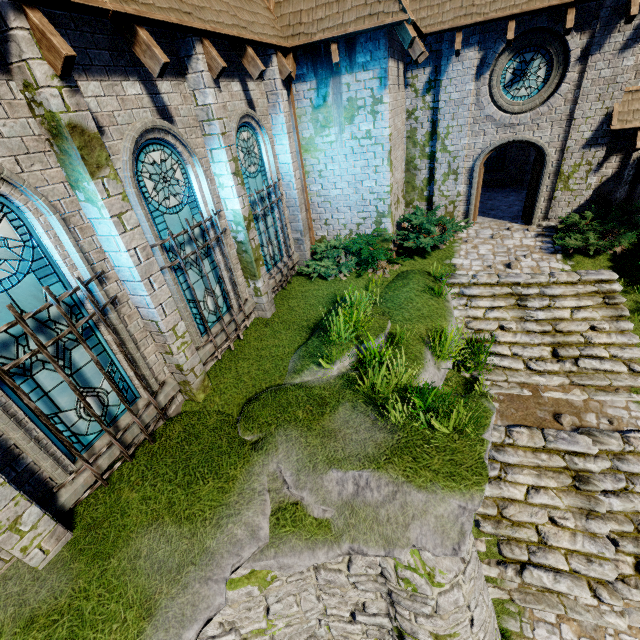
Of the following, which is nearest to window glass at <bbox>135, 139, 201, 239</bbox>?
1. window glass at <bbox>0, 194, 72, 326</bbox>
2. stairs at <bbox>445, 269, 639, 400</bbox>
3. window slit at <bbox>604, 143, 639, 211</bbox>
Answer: window glass at <bbox>0, 194, 72, 326</bbox>

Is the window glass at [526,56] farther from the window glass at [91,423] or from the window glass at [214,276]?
the window glass at [91,423]

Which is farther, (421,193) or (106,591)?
(421,193)

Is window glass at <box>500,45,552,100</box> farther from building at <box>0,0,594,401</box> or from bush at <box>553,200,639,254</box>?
bush at <box>553,200,639,254</box>

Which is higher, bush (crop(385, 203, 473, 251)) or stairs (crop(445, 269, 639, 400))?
bush (crop(385, 203, 473, 251))

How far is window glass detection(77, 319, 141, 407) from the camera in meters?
4.7

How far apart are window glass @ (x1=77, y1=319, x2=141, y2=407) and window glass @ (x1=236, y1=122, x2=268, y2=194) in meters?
4.5 m

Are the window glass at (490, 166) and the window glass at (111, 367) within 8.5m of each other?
no
